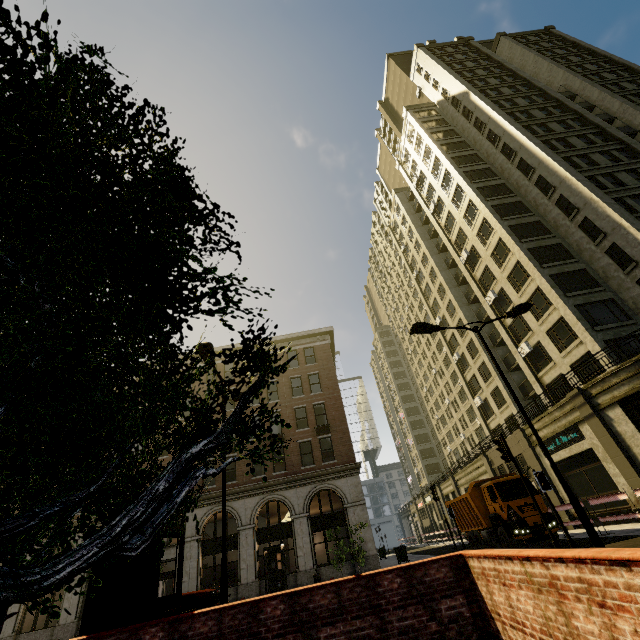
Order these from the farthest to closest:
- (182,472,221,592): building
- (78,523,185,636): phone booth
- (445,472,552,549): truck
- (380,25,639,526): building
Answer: (182,472,221,592): building
(380,25,639,526): building
(445,472,552,549): truck
(78,523,185,636): phone booth

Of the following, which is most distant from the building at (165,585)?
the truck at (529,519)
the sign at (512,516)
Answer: the sign at (512,516)

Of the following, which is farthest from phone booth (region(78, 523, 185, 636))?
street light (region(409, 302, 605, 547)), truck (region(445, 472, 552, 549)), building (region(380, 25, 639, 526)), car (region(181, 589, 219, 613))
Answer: building (region(380, 25, 639, 526))

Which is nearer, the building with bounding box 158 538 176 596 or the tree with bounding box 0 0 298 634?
the tree with bounding box 0 0 298 634

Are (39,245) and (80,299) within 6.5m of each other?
yes

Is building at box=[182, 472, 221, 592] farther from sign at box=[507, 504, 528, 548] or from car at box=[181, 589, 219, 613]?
car at box=[181, 589, 219, 613]

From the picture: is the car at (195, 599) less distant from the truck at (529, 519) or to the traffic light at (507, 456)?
the traffic light at (507, 456)

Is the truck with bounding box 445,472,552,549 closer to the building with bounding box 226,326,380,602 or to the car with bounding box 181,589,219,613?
the building with bounding box 226,326,380,602
